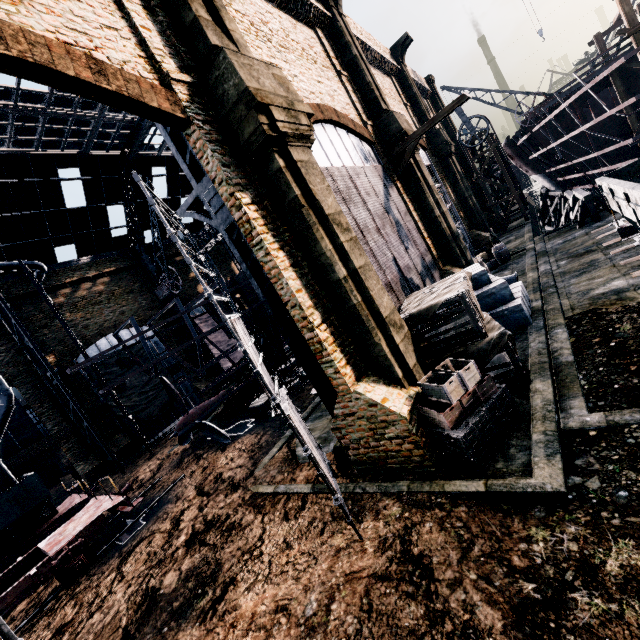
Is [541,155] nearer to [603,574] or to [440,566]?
[603,574]

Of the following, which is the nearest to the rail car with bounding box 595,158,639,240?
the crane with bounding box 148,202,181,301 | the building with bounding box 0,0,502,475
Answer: the building with bounding box 0,0,502,475

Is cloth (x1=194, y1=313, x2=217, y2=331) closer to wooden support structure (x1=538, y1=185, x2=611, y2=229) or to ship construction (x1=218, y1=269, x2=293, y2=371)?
ship construction (x1=218, y1=269, x2=293, y2=371)

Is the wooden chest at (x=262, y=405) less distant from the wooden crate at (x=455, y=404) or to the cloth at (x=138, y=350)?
the wooden crate at (x=455, y=404)

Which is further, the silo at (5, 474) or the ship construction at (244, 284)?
the ship construction at (244, 284)

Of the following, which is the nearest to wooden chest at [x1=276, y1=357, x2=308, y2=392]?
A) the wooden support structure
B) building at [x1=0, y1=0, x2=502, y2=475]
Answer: building at [x1=0, y1=0, x2=502, y2=475]

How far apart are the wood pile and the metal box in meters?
18.1

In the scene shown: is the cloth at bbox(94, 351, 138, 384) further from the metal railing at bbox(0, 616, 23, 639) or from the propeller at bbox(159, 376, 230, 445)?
the metal railing at bbox(0, 616, 23, 639)
